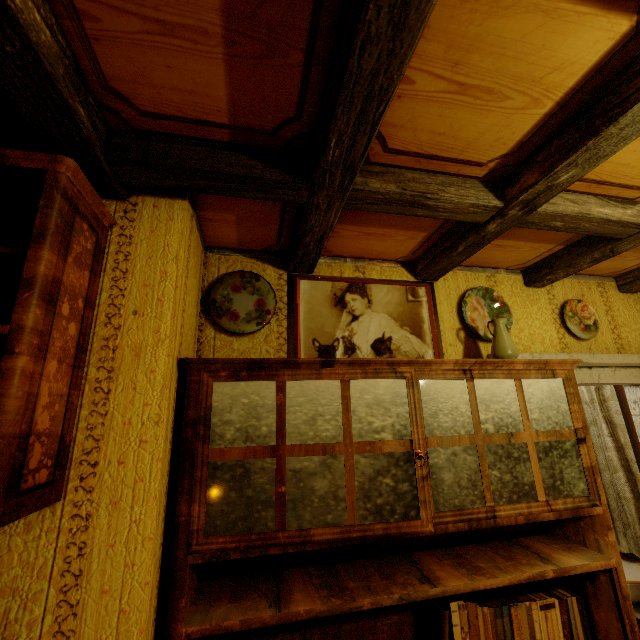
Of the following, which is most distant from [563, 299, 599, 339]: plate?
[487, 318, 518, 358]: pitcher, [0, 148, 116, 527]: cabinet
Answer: [0, 148, 116, 527]: cabinet

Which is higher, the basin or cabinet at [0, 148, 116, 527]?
cabinet at [0, 148, 116, 527]

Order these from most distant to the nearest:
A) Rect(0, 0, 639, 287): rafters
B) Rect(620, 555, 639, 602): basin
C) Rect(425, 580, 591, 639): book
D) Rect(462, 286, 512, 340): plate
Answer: Rect(620, 555, 639, 602): basin
Rect(462, 286, 512, 340): plate
Rect(425, 580, 591, 639): book
Rect(0, 0, 639, 287): rafters

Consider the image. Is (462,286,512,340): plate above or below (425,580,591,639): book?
above

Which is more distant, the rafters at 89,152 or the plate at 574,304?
the plate at 574,304

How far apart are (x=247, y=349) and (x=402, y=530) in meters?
1.1 m

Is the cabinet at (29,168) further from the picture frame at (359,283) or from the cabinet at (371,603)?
the picture frame at (359,283)

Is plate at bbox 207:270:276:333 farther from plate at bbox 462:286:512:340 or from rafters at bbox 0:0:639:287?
plate at bbox 462:286:512:340
